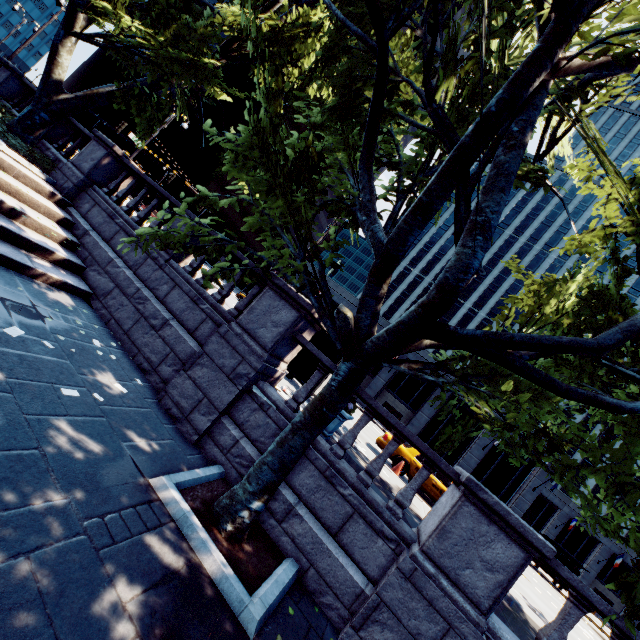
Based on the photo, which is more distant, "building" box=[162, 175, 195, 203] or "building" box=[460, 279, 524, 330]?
"building" box=[460, 279, 524, 330]

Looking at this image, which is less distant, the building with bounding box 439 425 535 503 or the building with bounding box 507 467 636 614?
the building with bounding box 507 467 636 614

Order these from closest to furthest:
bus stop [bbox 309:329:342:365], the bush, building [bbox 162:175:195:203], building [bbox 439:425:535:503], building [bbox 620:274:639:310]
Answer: the bush, bus stop [bbox 309:329:342:365], building [bbox 439:425:535:503], building [bbox 620:274:639:310], building [bbox 162:175:195:203]

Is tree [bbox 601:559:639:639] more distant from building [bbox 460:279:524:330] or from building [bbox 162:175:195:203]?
building [bbox 162:175:195:203]

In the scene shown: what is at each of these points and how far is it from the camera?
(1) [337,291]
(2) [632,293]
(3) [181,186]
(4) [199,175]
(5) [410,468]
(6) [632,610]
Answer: (1) building, 41.8 meters
(2) building, 54.7 meters
(3) building, 58.7 meters
(4) building, 59.8 meters
(5) vehicle, 13.1 meters
(6) tree, 3.9 meters

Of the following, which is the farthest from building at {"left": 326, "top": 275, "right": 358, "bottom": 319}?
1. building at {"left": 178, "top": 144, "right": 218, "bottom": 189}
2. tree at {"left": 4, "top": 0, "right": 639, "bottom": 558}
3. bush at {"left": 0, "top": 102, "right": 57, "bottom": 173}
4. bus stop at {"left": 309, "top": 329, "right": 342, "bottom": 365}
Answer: bush at {"left": 0, "top": 102, "right": 57, "bottom": 173}

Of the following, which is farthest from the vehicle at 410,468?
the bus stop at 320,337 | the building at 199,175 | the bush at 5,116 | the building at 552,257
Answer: the building at 199,175

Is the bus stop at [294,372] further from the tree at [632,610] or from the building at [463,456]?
the building at [463,456]
